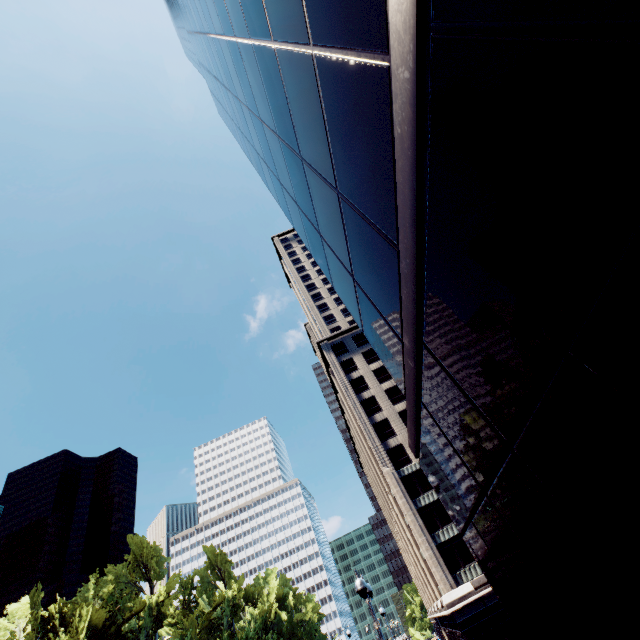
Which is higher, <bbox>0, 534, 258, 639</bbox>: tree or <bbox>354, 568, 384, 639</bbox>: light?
<bbox>0, 534, 258, 639</bbox>: tree

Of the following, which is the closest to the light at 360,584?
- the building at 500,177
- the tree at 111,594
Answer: the building at 500,177

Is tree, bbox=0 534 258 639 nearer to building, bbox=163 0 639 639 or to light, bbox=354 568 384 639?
light, bbox=354 568 384 639

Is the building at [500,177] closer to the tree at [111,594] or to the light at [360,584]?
the light at [360,584]

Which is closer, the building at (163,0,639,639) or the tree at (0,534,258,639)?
the building at (163,0,639,639)

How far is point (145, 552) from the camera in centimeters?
3950cm

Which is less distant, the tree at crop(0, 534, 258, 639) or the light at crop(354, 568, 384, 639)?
the light at crop(354, 568, 384, 639)
